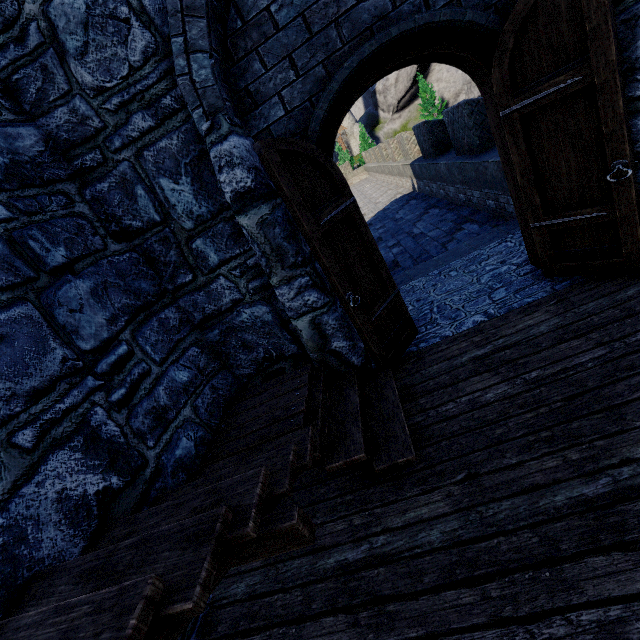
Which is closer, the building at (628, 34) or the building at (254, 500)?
the building at (254, 500)

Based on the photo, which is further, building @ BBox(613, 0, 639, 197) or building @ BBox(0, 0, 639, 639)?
building @ BBox(613, 0, 639, 197)

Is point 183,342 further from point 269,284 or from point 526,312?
point 526,312
